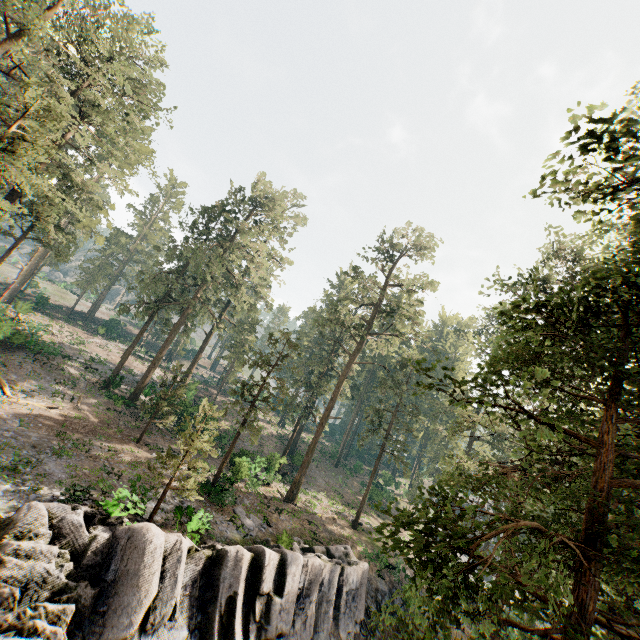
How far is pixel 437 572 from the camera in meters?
6.3 m

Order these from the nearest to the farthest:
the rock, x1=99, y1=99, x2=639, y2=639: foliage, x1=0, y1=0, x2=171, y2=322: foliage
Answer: x1=99, y1=99, x2=639, y2=639: foliage < the rock < x1=0, y1=0, x2=171, y2=322: foliage

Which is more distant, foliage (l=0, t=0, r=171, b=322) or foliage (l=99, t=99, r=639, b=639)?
foliage (l=0, t=0, r=171, b=322)

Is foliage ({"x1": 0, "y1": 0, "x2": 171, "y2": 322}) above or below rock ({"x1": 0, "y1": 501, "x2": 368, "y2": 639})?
above

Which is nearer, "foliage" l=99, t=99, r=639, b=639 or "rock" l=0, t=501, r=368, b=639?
"foliage" l=99, t=99, r=639, b=639

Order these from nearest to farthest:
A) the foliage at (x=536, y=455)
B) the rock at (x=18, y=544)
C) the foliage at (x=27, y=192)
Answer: the foliage at (x=536, y=455) → the rock at (x=18, y=544) → the foliage at (x=27, y=192)

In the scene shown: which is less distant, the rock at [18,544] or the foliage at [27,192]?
the rock at [18,544]
